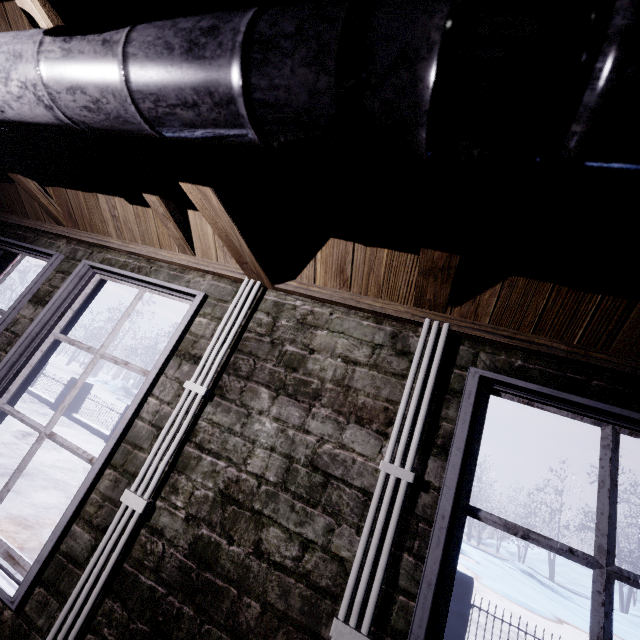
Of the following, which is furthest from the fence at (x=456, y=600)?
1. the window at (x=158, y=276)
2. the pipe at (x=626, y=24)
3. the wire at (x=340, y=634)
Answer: the pipe at (x=626, y=24)

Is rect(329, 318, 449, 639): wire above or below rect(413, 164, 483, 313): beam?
below

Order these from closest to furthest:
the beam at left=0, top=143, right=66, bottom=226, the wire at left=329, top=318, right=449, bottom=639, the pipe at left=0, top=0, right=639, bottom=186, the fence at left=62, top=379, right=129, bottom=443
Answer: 1. the pipe at left=0, top=0, right=639, bottom=186
2. the wire at left=329, top=318, right=449, bottom=639
3. the beam at left=0, top=143, right=66, bottom=226
4. the fence at left=62, top=379, right=129, bottom=443

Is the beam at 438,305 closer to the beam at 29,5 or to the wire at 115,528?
the beam at 29,5

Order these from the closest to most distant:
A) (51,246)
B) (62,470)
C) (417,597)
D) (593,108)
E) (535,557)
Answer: (593,108) < (417,597) < (51,246) < (62,470) < (535,557)

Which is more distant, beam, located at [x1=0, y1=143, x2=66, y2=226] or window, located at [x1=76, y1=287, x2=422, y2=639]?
beam, located at [x1=0, y1=143, x2=66, y2=226]

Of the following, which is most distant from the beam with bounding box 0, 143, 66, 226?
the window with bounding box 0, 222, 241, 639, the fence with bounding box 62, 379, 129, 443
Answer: the fence with bounding box 62, 379, 129, 443

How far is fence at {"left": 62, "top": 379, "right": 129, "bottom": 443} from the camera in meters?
7.5 m
